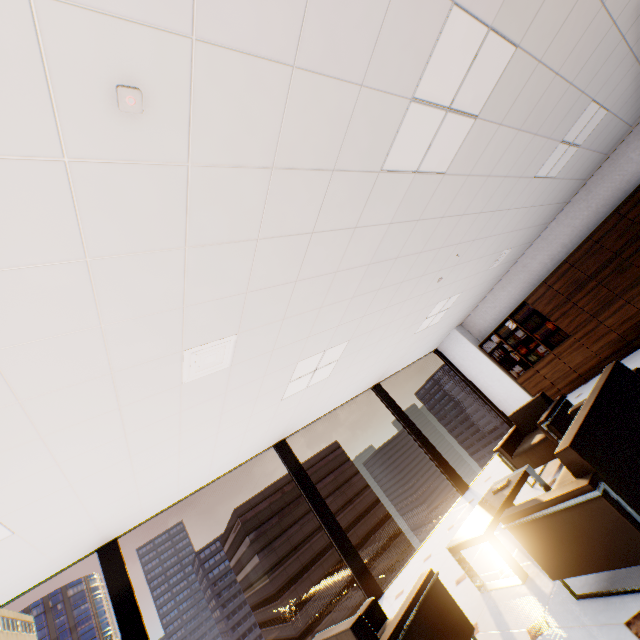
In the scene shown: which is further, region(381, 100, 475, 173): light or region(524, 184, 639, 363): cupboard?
Answer: region(524, 184, 639, 363): cupboard

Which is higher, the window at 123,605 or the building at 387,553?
the window at 123,605

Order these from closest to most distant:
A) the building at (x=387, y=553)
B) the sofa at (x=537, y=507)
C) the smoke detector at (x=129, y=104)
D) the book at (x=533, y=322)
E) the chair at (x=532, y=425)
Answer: the smoke detector at (x=129, y=104), the sofa at (x=537, y=507), the chair at (x=532, y=425), the book at (x=533, y=322), the building at (x=387, y=553)

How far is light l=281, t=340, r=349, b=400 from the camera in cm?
442

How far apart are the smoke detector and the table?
4.0 meters

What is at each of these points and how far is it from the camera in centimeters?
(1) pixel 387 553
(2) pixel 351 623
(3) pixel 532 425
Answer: (1) building, 5703cm
(2) chair, 221cm
(3) chair, 481cm

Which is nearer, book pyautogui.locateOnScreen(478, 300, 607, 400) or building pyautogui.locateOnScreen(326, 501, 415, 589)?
book pyautogui.locateOnScreen(478, 300, 607, 400)

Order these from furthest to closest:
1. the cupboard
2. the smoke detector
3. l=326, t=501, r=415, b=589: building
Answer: l=326, t=501, r=415, b=589: building, the cupboard, the smoke detector
